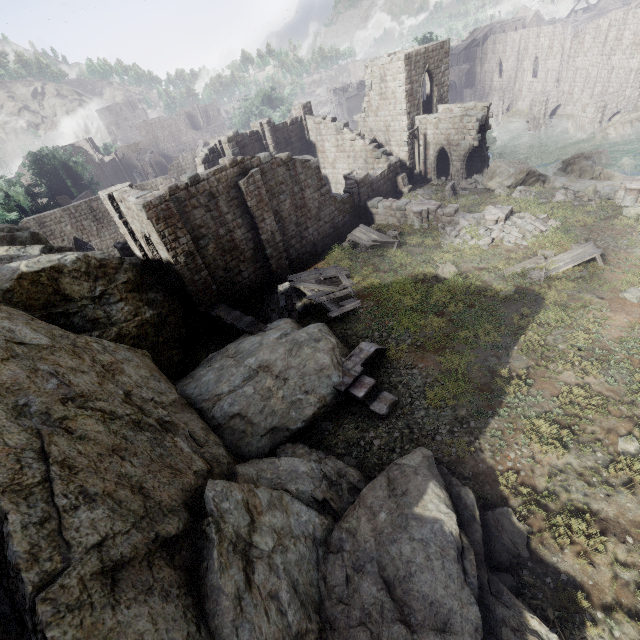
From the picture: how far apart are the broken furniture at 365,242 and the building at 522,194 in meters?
8.1 m

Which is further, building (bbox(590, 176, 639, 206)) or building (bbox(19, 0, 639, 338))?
building (bbox(590, 176, 639, 206))

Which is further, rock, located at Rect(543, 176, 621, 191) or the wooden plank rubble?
rock, located at Rect(543, 176, 621, 191)

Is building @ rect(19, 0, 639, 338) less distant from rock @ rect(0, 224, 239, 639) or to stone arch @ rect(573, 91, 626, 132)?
stone arch @ rect(573, 91, 626, 132)

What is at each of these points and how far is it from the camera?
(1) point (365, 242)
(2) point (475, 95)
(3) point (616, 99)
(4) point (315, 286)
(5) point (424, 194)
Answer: (1) broken furniture, 21.4m
(2) stone arch, 57.7m
(3) stone arch, 35.3m
(4) wooden plank rubble, 16.9m
(5) rubble, 26.0m

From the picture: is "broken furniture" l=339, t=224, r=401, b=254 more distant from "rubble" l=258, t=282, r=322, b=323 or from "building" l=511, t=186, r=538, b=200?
"building" l=511, t=186, r=538, b=200

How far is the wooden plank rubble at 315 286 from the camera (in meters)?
15.93

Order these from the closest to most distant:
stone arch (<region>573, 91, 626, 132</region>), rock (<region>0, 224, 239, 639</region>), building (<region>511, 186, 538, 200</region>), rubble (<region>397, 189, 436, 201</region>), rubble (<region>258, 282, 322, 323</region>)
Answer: rock (<region>0, 224, 239, 639</region>) → rubble (<region>258, 282, 322, 323</region>) → building (<region>511, 186, 538, 200</region>) → rubble (<region>397, 189, 436, 201</region>) → stone arch (<region>573, 91, 626, 132</region>)
